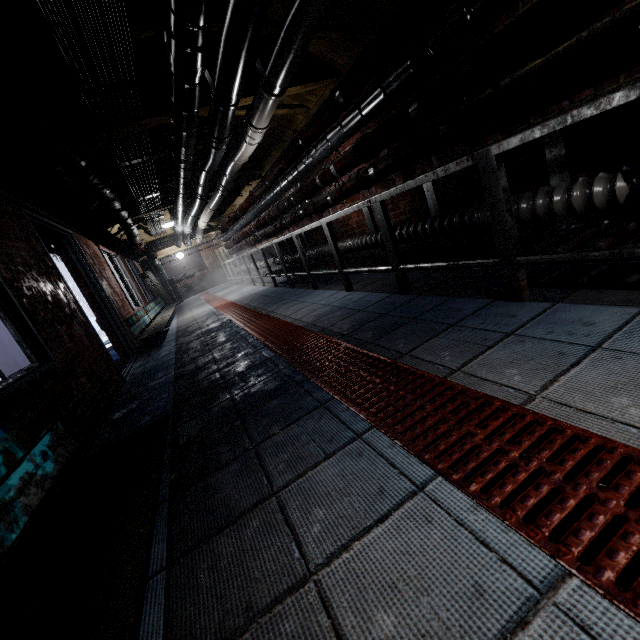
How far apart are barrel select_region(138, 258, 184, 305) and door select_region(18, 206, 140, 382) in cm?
817

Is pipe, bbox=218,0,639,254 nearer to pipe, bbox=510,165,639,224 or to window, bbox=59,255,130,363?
pipe, bbox=510,165,639,224

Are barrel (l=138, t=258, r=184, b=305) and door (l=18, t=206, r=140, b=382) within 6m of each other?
no

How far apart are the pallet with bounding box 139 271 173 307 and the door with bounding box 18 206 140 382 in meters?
6.4 m

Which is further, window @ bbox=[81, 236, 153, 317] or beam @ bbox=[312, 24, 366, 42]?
window @ bbox=[81, 236, 153, 317]

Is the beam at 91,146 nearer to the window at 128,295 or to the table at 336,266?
the window at 128,295

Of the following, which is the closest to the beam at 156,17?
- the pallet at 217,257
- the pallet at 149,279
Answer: the pallet at 149,279

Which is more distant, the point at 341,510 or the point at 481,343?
the point at 481,343
